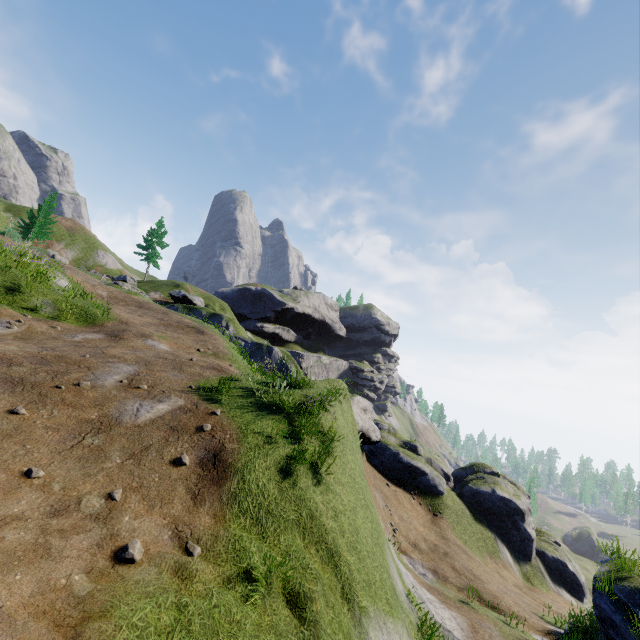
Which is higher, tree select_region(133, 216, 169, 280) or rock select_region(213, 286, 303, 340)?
tree select_region(133, 216, 169, 280)

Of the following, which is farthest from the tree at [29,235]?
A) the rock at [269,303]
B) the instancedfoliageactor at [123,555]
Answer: the instancedfoliageactor at [123,555]

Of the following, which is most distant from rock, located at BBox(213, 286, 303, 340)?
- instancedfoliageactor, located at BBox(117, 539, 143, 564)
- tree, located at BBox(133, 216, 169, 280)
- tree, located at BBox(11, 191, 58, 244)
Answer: instancedfoliageactor, located at BBox(117, 539, 143, 564)

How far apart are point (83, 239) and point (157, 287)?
24.9 meters

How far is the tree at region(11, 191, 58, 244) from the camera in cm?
4344

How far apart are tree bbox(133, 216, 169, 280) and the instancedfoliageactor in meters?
49.2 m

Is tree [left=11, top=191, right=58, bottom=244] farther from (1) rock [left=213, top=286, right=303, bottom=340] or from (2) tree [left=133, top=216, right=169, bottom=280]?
(1) rock [left=213, top=286, right=303, bottom=340]

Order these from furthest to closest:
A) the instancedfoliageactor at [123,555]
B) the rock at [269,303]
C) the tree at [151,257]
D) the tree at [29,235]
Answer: the rock at [269,303]
the tree at [151,257]
the tree at [29,235]
the instancedfoliageactor at [123,555]
